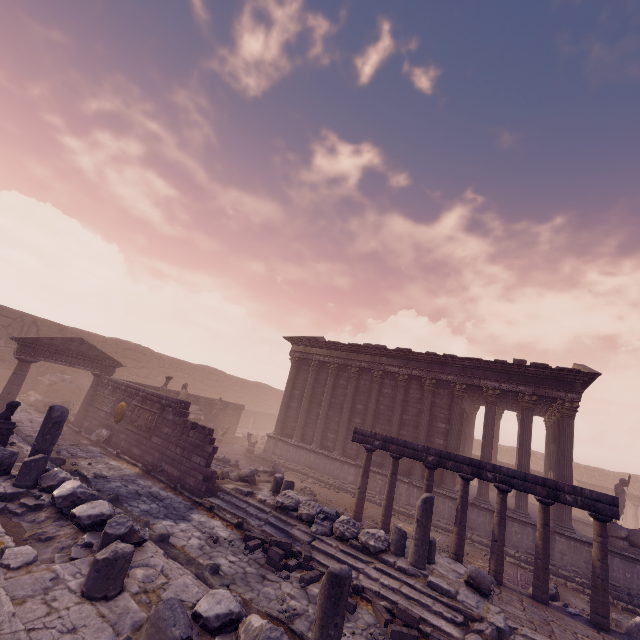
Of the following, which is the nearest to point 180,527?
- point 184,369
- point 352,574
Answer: point 352,574

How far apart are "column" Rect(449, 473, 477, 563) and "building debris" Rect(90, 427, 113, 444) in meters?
14.1

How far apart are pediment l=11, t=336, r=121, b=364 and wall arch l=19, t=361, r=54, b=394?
7.35m

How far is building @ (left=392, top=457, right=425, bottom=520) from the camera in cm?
1467

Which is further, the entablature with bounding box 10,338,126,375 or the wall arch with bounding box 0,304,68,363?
the wall arch with bounding box 0,304,68,363

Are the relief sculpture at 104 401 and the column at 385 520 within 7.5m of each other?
no

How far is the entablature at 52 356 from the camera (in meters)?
14.18

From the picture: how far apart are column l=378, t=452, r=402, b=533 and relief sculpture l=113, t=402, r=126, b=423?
11.6m
